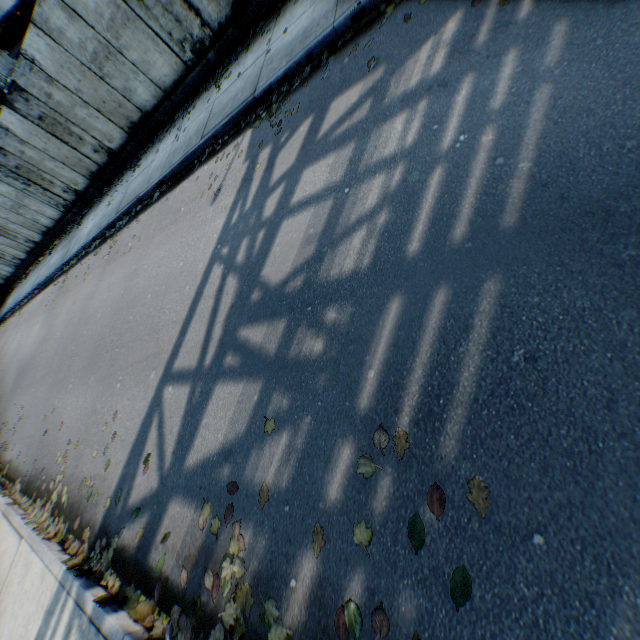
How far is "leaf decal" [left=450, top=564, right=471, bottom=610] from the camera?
1.62m

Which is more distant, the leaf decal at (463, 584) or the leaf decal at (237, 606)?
the leaf decal at (237, 606)

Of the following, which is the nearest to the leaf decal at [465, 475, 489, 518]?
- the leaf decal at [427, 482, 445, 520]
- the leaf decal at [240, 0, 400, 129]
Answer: the leaf decal at [427, 482, 445, 520]

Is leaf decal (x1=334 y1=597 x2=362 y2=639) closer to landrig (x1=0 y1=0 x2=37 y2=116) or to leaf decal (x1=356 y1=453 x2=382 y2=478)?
leaf decal (x1=356 y1=453 x2=382 y2=478)

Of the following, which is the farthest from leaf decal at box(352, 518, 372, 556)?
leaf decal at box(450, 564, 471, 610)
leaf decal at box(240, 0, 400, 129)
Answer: leaf decal at box(240, 0, 400, 129)

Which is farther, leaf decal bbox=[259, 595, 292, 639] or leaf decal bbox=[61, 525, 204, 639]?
leaf decal bbox=[61, 525, 204, 639]

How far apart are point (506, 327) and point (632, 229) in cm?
81

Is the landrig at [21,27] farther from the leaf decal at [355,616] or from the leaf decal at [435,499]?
the leaf decal at [435,499]
